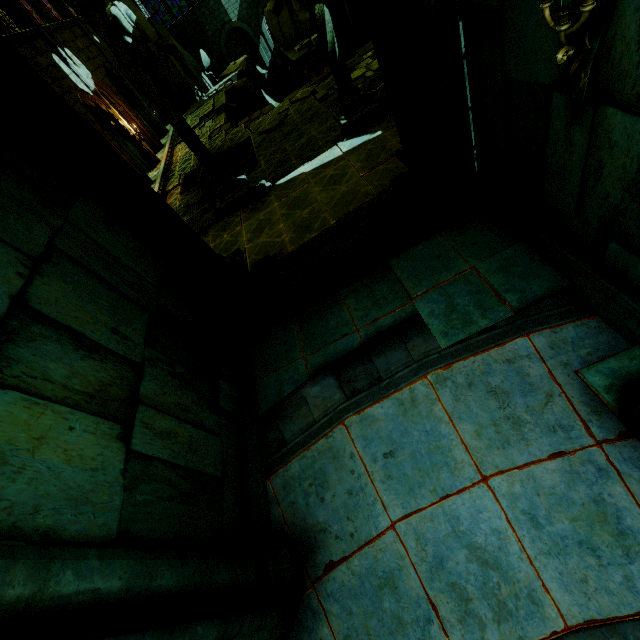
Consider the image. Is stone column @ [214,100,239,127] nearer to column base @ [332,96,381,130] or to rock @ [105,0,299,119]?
rock @ [105,0,299,119]

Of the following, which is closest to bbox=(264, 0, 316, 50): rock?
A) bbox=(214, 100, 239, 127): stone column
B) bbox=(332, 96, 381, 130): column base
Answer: bbox=(214, 100, 239, 127): stone column

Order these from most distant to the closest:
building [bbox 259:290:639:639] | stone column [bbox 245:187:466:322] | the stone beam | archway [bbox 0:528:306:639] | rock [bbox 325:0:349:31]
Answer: rock [bbox 325:0:349:31], the stone beam, stone column [bbox 245:187:466:322], building [bbox 259:290:639:639], archway [bbox 0:528:306:639]

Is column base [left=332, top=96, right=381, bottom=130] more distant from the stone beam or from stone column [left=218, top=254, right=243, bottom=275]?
the stone beam

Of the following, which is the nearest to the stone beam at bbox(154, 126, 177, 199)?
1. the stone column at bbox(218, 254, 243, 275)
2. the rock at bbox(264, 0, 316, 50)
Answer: the stone column at bbox(218, 254, 243, 275)

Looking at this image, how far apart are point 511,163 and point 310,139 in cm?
1018

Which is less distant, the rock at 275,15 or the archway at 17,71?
the archway at 17,71

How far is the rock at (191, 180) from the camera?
15.1 meters
